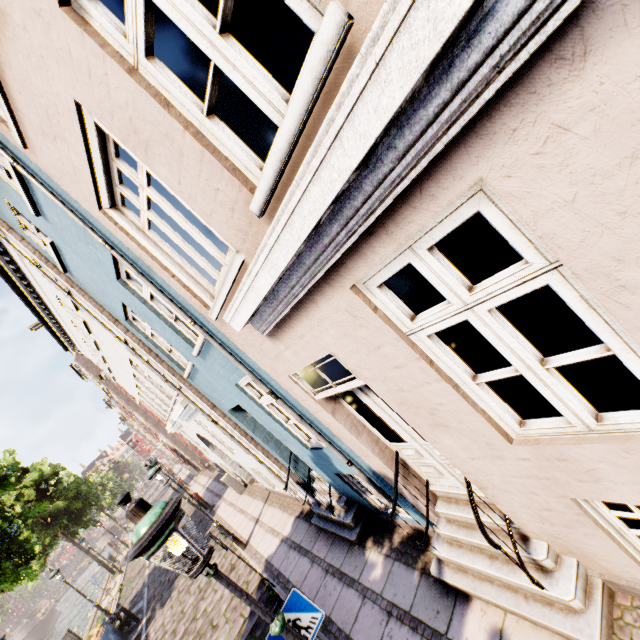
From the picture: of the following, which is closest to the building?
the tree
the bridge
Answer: the tree

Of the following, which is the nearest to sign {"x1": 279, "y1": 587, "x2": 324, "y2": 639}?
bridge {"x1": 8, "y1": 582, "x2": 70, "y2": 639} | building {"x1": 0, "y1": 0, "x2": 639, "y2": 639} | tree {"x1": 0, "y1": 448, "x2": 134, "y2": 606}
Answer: building {"x1": 0, "y1": 0, "x2": 639, "y2": 639}

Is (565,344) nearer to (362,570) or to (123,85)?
(362,570)

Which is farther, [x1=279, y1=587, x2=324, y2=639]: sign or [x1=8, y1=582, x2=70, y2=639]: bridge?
[x1=8, y1=582, x2=70, y2=639]: bridge

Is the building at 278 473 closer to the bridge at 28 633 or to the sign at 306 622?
the sign at 306 622

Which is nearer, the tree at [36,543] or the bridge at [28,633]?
the tree at [36,543]

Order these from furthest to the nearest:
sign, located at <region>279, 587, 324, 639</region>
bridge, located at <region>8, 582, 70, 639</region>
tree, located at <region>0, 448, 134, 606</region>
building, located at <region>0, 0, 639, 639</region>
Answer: bridge, located at <region>8, 582, 70, 639</region> → tree, located at <region>0, 448, 134, 606</region> → sign, located at <region>279, 587, 324, 639</region> → building, located at <region>0, 0, 639, 639</region>

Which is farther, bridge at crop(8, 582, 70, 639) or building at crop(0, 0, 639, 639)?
bridge at crop(8, 582, 70, 639)
